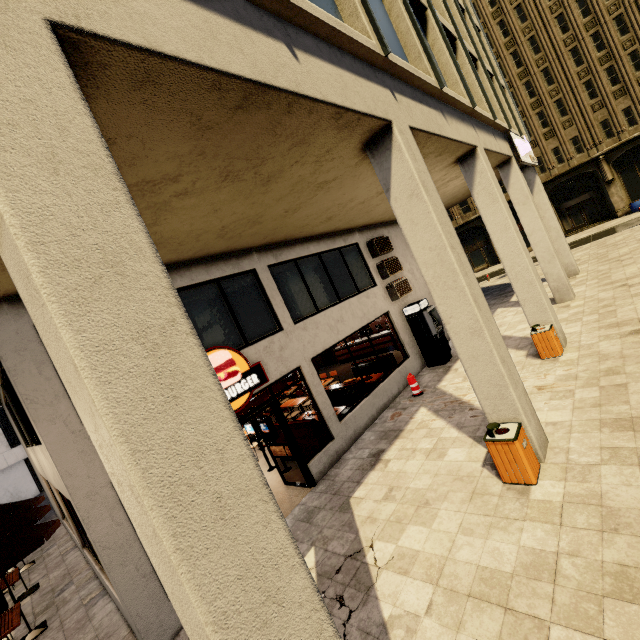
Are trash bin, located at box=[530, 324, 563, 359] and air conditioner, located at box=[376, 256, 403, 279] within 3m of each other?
no

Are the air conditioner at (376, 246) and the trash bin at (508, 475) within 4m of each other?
no

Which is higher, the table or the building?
the building

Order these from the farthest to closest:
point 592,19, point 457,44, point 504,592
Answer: point 592,19, point 457,44, point 504,592

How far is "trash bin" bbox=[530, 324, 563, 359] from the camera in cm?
848

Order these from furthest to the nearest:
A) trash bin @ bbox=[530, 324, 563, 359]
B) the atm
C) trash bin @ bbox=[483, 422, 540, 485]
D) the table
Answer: →
the atm
trash bin @ bbox=[530, 324, 563, 359]
the table
trash bin @ bbox=[483, 422, 540, 485]

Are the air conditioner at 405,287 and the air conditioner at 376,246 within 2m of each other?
yes

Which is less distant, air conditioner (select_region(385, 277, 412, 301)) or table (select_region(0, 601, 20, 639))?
table (select_region(0, 601, 20, 639))
